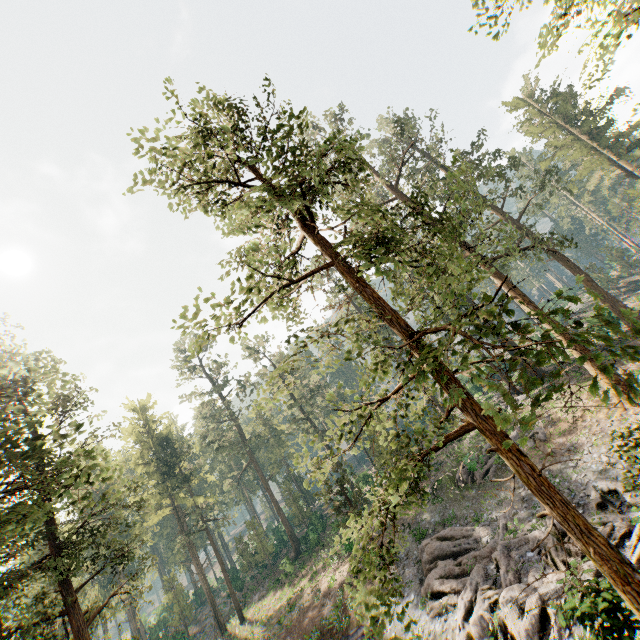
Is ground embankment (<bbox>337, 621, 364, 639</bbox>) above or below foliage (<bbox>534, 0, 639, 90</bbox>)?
below

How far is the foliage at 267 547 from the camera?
44.0m

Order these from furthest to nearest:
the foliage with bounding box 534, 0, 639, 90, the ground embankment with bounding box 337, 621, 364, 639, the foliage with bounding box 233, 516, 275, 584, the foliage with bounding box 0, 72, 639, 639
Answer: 1. the foliage with bounding box 233, 516, 275, 584
2. the ground embankment with bounding box 337, 621, 364, 639
3. the foliage with bounding box 534, 0, 639, 90
4. the foliage with bounding box 0, 72, 639, 639

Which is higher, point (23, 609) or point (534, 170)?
point (534, 170)

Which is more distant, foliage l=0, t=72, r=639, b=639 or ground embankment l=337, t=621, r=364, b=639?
ground embankment l=337, t=621, r=364, b=639

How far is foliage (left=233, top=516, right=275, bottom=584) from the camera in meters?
44.0

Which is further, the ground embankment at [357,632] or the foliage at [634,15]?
the ground embankment at [357,632]

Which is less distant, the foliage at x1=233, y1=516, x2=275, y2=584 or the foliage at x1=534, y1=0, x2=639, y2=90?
the foliage at x1=534, y1=0, x2=639, y2=90
